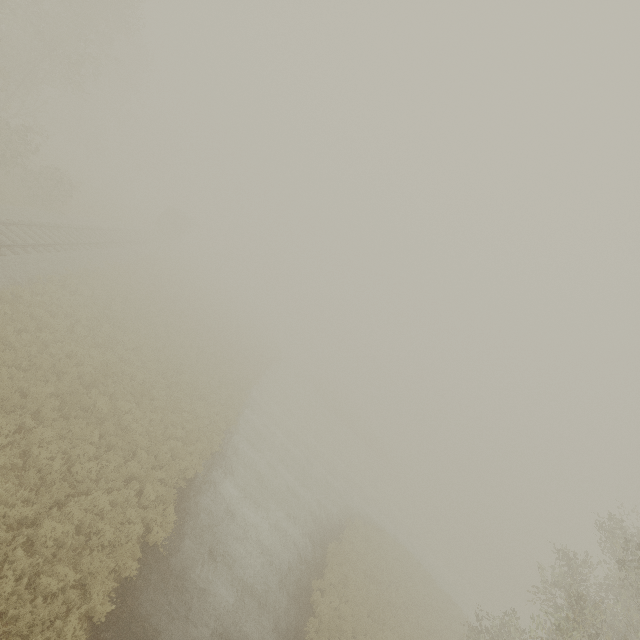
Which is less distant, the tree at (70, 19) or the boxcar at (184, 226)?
the tree at (70, 19)

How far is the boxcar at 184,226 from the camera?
46.5m

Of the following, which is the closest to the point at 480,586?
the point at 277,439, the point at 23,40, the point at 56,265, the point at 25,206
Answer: the point at 277,439

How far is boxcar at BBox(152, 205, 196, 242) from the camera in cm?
4653

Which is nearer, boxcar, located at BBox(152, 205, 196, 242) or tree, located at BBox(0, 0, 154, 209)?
tree, located at BBox(0, 0, 154, 209)
